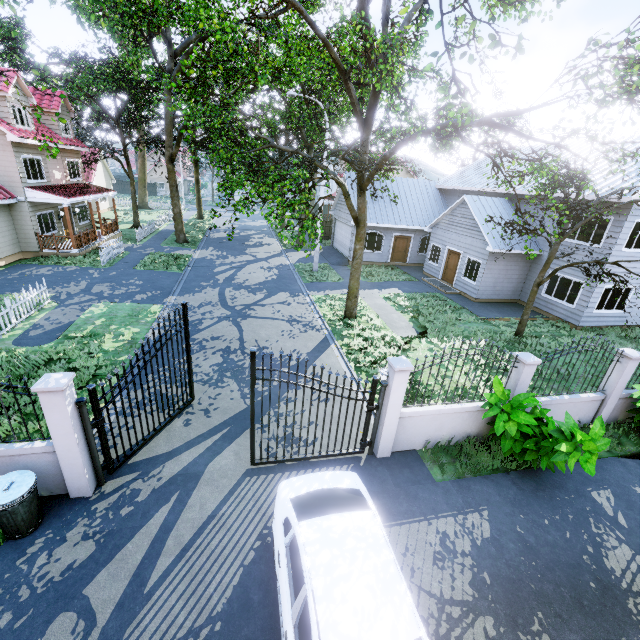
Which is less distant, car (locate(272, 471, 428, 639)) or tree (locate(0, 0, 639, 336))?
car (locate(272, 471, 428, 639))

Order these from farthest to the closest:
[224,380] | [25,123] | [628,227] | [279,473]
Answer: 1. [25,123]
2. [628,227]
3. [224,380]
4. [279,473]

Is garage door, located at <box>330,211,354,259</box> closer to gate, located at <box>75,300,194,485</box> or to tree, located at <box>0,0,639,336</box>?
tree, located at <box>0,0,639,336</box>

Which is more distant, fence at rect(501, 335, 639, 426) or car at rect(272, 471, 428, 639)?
fence at rect(501, 335, 639, 426)

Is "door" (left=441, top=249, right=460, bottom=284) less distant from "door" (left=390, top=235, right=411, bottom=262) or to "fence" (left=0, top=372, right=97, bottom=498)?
"door" (left=390, top=235, right=411, bottom=262)

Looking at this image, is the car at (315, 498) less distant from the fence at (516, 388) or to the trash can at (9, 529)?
the fence at (516, 388)

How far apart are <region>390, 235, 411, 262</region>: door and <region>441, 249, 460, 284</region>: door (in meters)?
4.41

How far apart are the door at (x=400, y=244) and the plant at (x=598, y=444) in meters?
18.5
